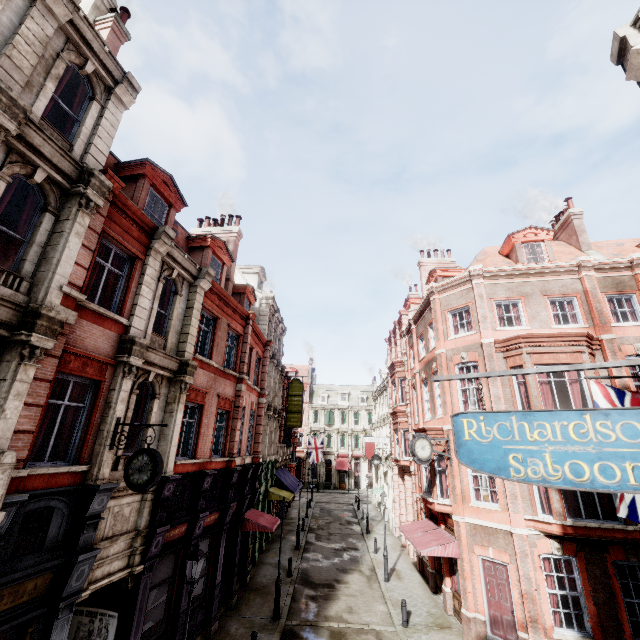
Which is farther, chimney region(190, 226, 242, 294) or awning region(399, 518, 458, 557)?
chimney region(190, 226, 242, 294)

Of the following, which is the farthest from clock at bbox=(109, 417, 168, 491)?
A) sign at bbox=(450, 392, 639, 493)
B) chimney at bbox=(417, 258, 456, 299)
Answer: chimney at bbox=(417, 258, 456, 299)

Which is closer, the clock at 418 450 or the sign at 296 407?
the clock at 418 450

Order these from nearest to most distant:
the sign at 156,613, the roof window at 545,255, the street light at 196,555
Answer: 1. the street light at 196,555
2. the sign at 156,613
3. the roof window at 545,255

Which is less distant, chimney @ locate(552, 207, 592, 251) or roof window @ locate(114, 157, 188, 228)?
roof window @ locate(114, 157, 188, 228)

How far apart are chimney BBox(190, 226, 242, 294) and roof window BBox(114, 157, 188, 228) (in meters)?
5.48

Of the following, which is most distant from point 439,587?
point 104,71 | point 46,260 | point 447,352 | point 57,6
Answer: point 57,6

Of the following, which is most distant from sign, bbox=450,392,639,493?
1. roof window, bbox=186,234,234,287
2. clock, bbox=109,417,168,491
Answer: roof window, bbox=186,234,234,287
